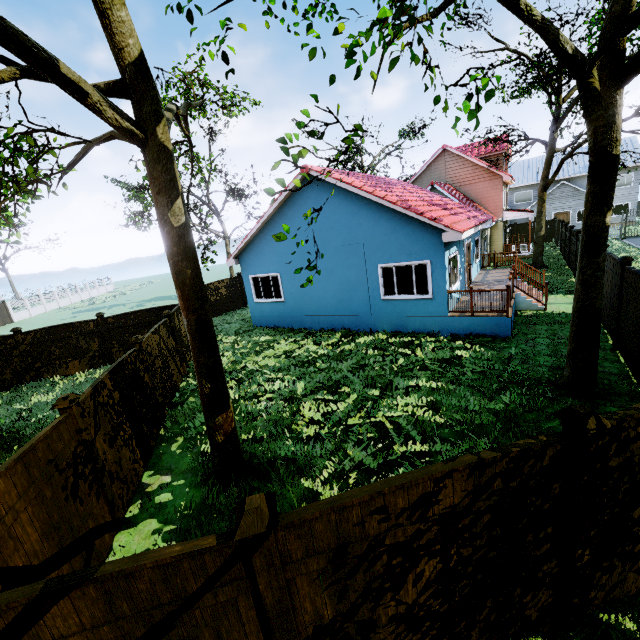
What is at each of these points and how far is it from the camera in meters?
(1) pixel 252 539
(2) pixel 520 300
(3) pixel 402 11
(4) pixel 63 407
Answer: (1) fence post, 2.3
(2) stairs, 13.4
(3) tree, 3.9
(4) fence post, 4.9

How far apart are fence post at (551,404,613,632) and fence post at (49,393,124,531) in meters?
6.2 m

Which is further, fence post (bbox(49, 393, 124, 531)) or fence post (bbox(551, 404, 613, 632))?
fence post (bbox(49, 393, 124, 531))

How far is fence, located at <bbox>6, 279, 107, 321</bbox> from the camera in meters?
36.9 m

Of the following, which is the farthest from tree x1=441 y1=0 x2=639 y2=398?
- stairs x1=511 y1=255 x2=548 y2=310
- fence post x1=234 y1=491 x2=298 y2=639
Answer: stairs x1=511 y1=255 x2=548 y2=310

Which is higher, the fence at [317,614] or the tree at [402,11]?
the tree at [402,11]

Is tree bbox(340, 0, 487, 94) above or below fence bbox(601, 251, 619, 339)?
above
